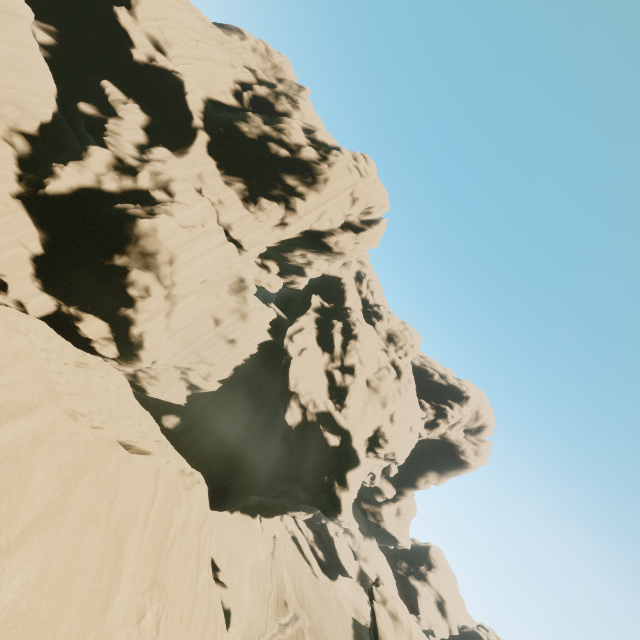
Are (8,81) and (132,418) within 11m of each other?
no

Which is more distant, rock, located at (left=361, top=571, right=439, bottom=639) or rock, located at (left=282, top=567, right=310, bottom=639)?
rock, located at (left=282, top=567, right=310, bottom=639)

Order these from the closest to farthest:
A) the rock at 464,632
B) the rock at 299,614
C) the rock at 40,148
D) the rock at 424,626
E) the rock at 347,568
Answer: the rock at 40,148, the rock at 424,626, the rock at 299,614, the rock at 464,632, the rock at 347,568

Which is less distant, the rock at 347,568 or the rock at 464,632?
the rock at 464,632

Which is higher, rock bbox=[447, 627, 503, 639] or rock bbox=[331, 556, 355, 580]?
rock bbox=[447, 627, 503, 639]

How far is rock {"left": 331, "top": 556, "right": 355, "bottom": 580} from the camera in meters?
58.3 m

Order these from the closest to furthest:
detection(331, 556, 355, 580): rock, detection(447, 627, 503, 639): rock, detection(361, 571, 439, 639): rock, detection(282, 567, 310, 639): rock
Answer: detection(361, 571, 439, 639): rock → detection(282, 567, 310, 639): rock → detection(447, 627, 503, 639): rock → detection(331, 556, 355, 580): rock
